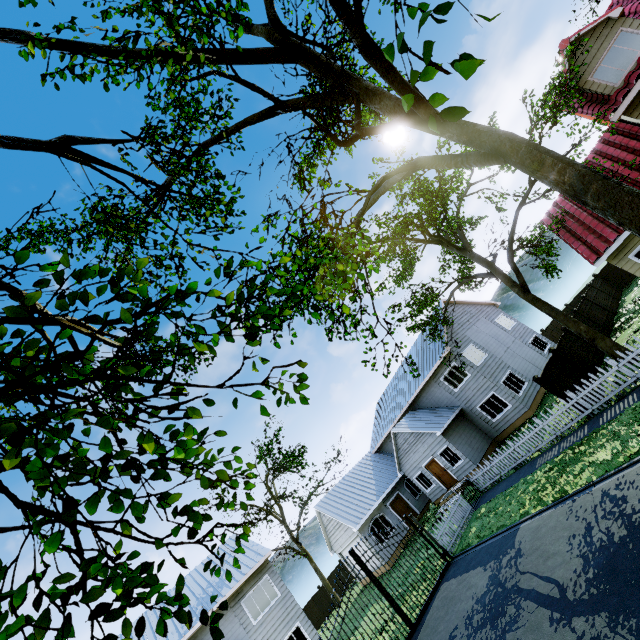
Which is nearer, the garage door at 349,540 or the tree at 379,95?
the tree at 379,95

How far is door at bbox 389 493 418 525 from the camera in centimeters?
2514cm

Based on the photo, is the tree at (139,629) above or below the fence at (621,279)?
above

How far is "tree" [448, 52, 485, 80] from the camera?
1.3 meters

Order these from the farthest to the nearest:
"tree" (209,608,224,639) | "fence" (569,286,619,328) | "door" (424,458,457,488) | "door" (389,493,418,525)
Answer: "door" (389,493,418,525) → "door" (424,458,457,488) → "fence" (569,286,619,328) → "tree" (209,608,224,639)

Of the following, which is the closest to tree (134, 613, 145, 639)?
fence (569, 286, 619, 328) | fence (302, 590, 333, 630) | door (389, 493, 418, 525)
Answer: fence (569, 286, 619, 328)

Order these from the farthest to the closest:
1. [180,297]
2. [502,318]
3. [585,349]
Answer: [502,318]
[585,349]
[180,297]

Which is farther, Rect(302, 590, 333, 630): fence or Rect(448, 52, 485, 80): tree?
Rect(302, 590, 333, 630): fence
